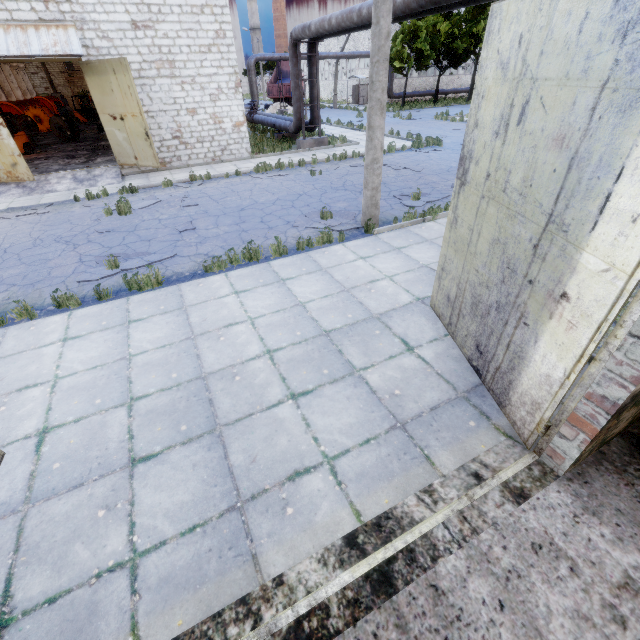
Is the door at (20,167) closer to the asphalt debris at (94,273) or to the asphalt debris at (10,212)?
the asphalt debris at (10,212)

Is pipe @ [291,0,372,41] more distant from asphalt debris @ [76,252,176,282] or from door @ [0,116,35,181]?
door @ [0,116,35,181]

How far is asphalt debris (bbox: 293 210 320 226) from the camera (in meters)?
9.29

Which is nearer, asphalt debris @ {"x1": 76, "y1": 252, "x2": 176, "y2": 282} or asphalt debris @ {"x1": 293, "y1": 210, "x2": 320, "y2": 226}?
asphalt debris @ {"x1": 76, "y1": 252, "x2": 176, "y2": 282}

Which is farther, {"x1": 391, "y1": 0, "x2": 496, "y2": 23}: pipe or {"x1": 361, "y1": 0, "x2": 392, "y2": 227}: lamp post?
{"x1": 391, "y1": 0, "x2": 496, "y2": 23}: pipe

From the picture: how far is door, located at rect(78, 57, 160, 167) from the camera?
12.55m

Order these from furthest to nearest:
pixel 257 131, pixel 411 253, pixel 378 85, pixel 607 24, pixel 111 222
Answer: pixel 257 131, pixel 111 222, pixel 411 253, pixel 378 85, pixel 607 24

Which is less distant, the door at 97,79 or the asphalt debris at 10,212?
the asphalt debris at 10,212
